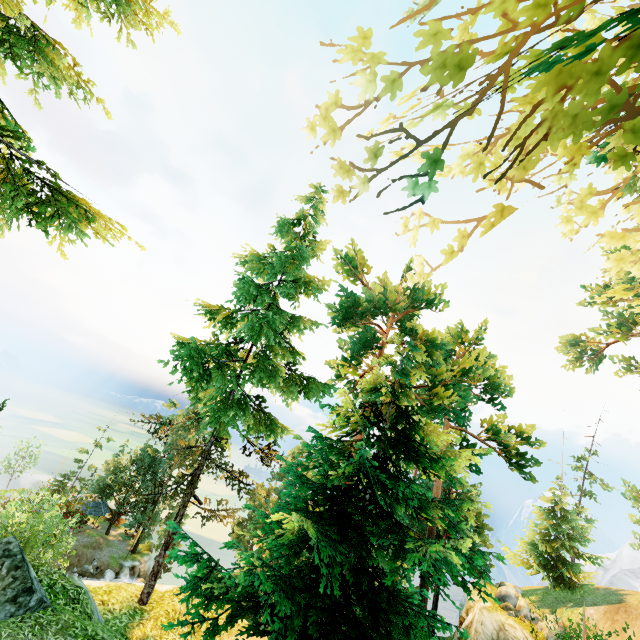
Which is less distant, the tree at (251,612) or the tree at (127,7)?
the tree at (251,612)

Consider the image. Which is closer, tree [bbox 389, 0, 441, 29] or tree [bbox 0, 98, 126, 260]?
tree [bbox 389, 0, 441, 29]

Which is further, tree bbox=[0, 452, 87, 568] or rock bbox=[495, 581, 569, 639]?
tree bbox=[0, 452, 87, 568]

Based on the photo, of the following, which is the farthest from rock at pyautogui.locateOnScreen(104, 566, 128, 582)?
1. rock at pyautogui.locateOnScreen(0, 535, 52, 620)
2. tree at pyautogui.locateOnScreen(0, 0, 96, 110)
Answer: rock at pyautogui.locateOnScreen(0, 535, 52, 620)

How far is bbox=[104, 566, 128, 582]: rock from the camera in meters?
46.6 m

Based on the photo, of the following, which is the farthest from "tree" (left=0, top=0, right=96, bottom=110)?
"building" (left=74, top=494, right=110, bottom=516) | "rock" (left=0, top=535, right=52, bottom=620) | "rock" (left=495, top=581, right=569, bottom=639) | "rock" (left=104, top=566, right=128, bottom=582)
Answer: "rock" (left=495, top=581, right=569, bottom=639)

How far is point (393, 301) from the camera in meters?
22.3

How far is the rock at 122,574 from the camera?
46.6 meters
